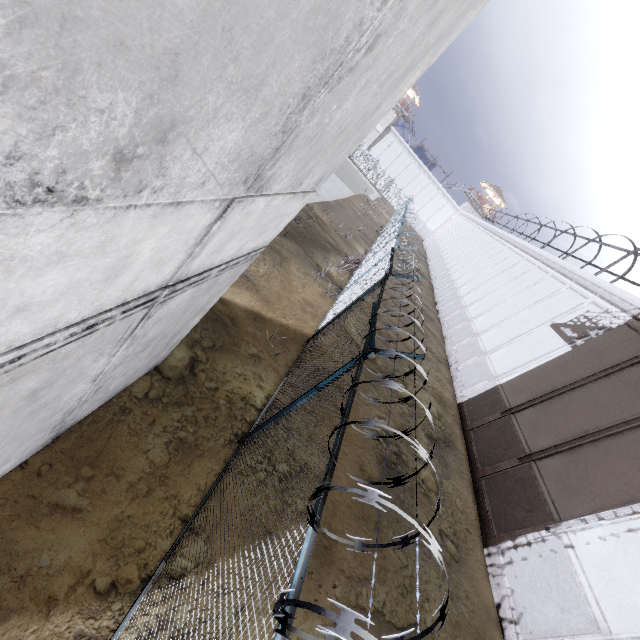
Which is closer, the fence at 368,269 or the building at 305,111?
the building at 305,111

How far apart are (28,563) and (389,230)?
22.7m

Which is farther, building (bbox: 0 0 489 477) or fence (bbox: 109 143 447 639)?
fence (bbox: 109 143 447 639)
